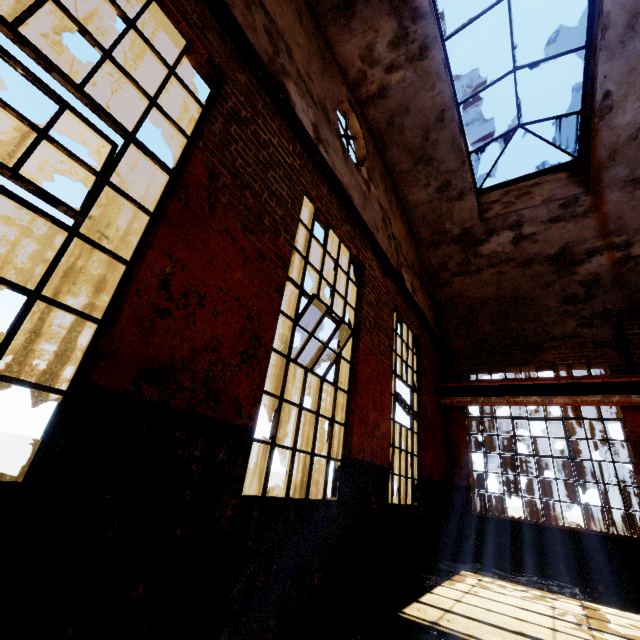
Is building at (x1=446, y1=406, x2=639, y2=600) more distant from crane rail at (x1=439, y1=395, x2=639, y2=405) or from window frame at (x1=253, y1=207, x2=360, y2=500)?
window frame at (x1=253, y1=207, x2=360, y2=500)

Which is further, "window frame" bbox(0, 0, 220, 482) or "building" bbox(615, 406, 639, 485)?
"building" bbox(615, 406, 639, 485)

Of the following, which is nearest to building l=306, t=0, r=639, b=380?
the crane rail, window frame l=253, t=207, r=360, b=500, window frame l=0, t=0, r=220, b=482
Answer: the crane rail

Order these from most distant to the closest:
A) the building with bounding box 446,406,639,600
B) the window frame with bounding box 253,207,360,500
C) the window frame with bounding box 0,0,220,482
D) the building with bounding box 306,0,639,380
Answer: the building with bounding box 446,406,639,600 < the building with bounding box 306,0,639,380 < the window frame with bounding box 253,207,360,500 < the window frame with bounding box 0,0,220,482

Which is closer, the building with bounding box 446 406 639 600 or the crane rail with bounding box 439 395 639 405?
the building with bounding box 446 406 639 600

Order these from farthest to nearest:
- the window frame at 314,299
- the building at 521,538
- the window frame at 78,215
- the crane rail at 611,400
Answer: the crane rail at 611,400 < the building at 521,538 < the window frame at 314,299 < the window frame at 78,215

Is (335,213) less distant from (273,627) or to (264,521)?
(264,521)

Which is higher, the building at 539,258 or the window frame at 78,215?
the building at 539,258
